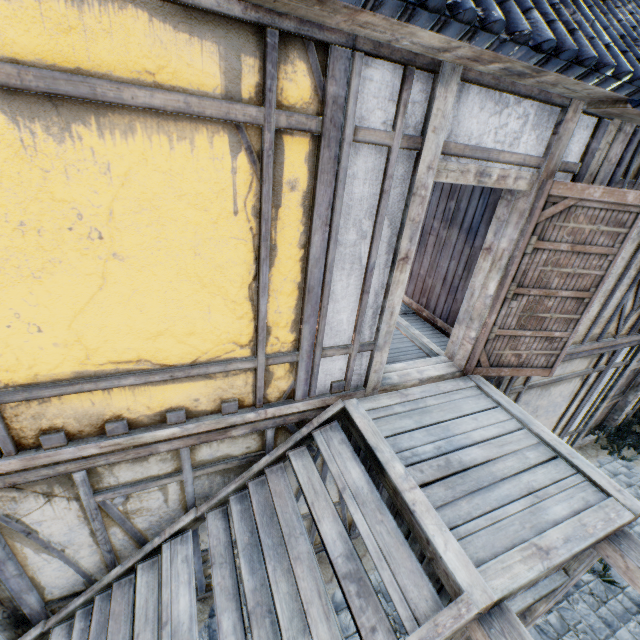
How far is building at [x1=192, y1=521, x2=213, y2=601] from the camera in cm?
350

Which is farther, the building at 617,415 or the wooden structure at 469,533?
the building at 617,415

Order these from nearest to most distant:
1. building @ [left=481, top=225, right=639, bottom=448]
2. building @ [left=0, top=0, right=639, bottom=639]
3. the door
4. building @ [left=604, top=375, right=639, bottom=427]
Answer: building @ [left=0, top=0, right=639, bottom=639]
the door
building @ [left=481, top=225, right=639, bottom=448]
building @ [left=604, top=375, right=639, bottom=427]

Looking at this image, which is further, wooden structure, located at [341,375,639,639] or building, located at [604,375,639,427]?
building, located at [604,375,639,427]

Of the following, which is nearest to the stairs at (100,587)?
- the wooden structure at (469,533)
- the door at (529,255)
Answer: the wooden structure at (469,533)

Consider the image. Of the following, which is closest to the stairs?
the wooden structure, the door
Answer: the wooden structure

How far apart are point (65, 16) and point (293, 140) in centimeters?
116cm
